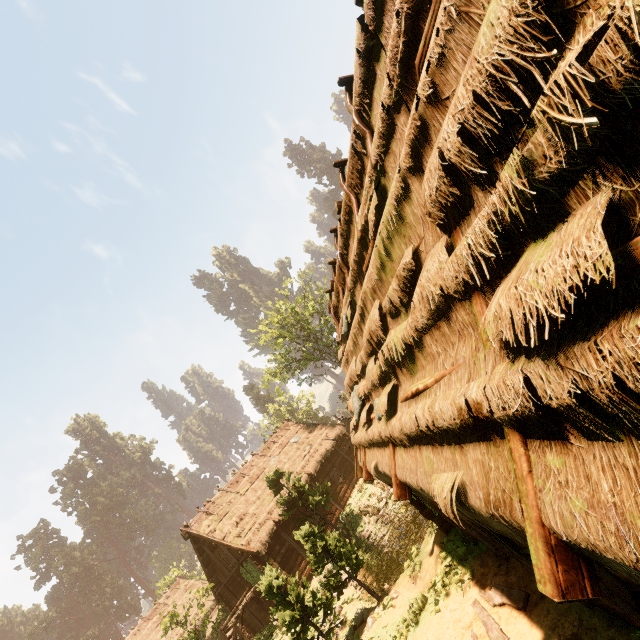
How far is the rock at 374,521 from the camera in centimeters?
1795cm

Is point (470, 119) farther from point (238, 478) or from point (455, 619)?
point (238, 478)

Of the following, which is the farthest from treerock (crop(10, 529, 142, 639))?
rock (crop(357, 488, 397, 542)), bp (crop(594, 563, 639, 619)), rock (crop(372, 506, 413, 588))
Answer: bp (crop(594, 563, 639, 619))

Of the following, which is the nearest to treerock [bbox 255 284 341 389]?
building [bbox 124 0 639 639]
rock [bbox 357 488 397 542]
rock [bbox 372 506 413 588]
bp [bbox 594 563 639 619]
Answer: building [bbox 124 0 639 639]

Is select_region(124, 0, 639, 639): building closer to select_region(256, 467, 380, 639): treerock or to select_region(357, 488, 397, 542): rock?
select_region(256, 467, 380, 639): treerock

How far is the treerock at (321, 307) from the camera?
29.4m

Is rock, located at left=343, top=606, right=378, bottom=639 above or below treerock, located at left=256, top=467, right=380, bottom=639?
below

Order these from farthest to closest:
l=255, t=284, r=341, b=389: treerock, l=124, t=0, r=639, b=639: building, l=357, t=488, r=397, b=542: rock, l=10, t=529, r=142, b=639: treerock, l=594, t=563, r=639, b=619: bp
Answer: l=10, t=529, r=142, b=639: treerock < l=255, t=284, r=341, b=389: treerock < l=357, t=488, r=397, b=542: rock < l=594, t=563, r=639, b=619: bp < l=124, t=0, r=639, b=639: building
